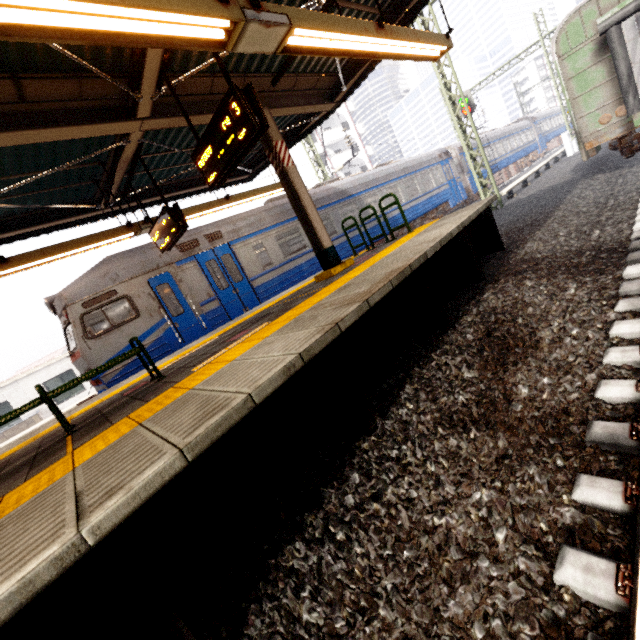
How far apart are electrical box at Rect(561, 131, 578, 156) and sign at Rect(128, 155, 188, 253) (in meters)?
24.71

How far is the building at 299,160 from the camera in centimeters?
4016cm

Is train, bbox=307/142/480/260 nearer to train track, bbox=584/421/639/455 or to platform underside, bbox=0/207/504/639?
platform underside, bbox=0/207/504/639

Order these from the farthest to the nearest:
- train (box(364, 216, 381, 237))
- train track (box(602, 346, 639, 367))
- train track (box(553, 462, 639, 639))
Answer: train (box(364, 216, 381, 237))
train track (box(602, 346, 639, 367))
train track (box(553, 462, 639, 639))

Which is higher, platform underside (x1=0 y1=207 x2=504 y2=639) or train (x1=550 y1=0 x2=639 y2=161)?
train (x1=550 y1=0 x2=639 y2=161)

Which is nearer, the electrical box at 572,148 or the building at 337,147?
the electrical box at 572,148

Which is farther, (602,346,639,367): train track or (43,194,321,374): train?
(43,194,321,374): train

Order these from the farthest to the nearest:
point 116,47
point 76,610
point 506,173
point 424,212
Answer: point 506,173, point 424,212, point 116,47, point 76,610
